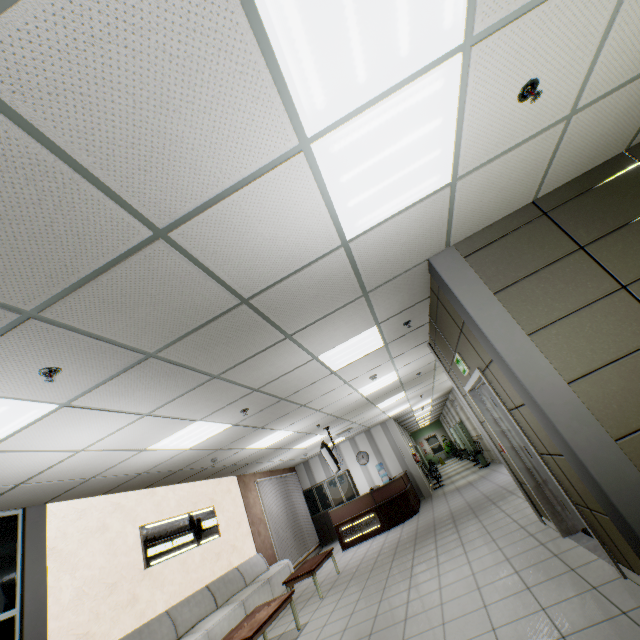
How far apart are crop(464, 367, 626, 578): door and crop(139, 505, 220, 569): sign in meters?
6.7 m

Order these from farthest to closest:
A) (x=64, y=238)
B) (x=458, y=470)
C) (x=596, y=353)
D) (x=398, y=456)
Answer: (x=458, y=470) → (x=398, y=456) → (x=596, y=353) → (x=64, y=238)

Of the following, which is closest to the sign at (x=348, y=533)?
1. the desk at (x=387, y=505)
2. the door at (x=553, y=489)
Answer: the desk at (x=387, y=505)

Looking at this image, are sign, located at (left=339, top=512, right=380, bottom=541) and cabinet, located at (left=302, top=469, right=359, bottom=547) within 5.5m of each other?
yes

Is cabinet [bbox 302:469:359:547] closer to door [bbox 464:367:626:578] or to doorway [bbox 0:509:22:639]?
door [bbox 464:367:626:578]

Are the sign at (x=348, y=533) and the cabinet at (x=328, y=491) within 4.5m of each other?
yes

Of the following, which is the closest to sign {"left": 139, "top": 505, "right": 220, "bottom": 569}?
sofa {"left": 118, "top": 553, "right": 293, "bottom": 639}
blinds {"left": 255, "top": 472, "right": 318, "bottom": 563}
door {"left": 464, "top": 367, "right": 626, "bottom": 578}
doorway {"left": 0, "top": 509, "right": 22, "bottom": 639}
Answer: sofa {"left": 118, "top": 553, "right": 293, "bottom": 639}

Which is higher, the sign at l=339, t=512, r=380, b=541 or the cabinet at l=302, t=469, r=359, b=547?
the cabinet at l=302, t=469, r=359, b=547
